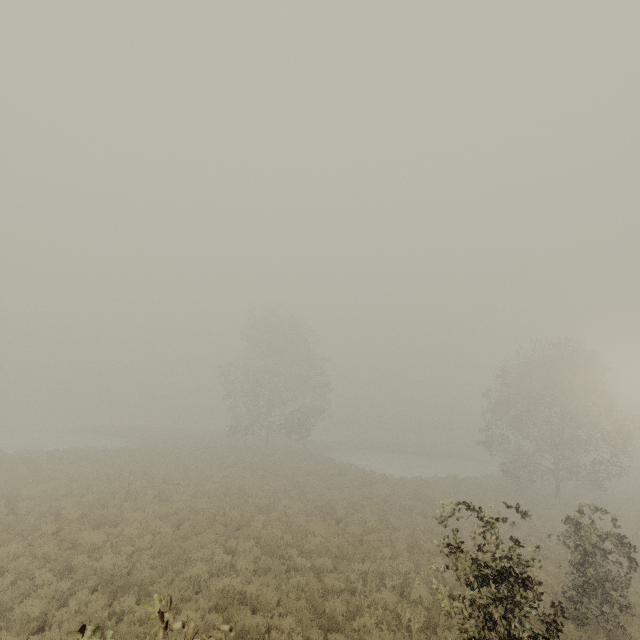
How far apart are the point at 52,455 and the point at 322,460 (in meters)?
24.75
